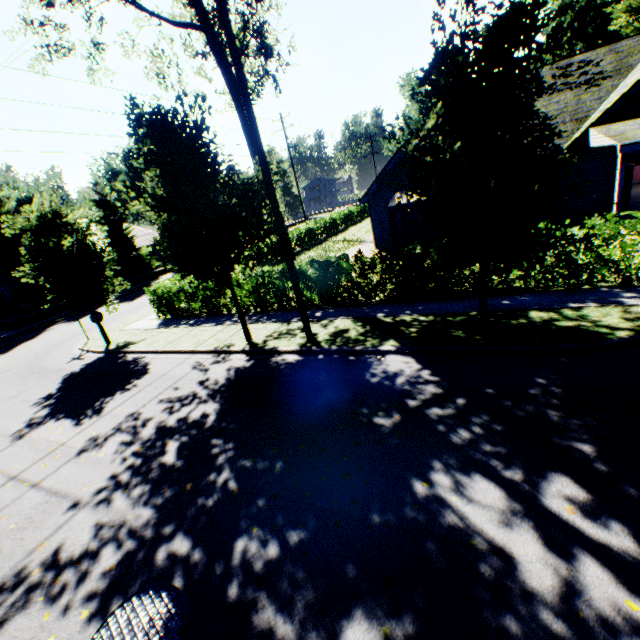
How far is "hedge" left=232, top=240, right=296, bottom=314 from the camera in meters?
12.5 m

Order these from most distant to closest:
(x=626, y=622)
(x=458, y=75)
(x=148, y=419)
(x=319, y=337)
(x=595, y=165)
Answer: (x=595, y=165) < (x=319, y=337) < (x=148, y=419) < (x=458, y=75) < (x=626, y=622)

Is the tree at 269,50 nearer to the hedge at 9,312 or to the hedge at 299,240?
the hedge at 299,240

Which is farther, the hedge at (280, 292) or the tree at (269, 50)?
the tree at (269, 50)

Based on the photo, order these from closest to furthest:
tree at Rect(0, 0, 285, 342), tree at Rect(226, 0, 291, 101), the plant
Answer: tree at Rect(0, 0, 285, 342)
tree at Rect(226, 0, 291, 101)
the plant

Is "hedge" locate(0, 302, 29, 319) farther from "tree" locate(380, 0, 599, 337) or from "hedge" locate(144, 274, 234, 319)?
"hedge" locate(144, 274, 234, 319)

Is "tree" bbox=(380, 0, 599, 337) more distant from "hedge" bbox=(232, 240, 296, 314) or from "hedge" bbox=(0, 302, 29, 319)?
"hedge" bbox=(0, 302, 29, 319)

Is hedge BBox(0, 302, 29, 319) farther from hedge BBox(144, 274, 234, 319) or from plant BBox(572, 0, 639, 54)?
plant BBox(572, 0, 639, 54)
